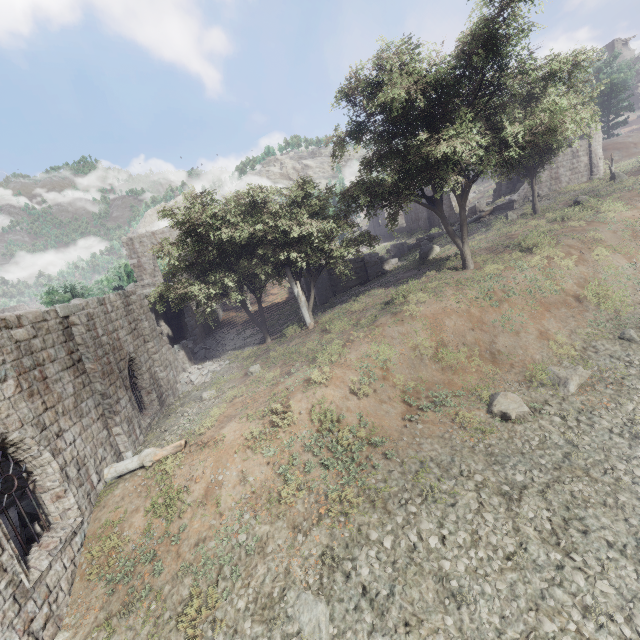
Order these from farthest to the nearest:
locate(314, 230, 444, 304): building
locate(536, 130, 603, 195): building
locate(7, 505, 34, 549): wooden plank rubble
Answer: locate(536, 130, 603, 195): building → locate(314, 230, 444, 304): building → locate(7, 505, 34, 549): wooden plank rubble

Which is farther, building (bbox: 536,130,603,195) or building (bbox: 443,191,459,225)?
building (bbox: 443,191,459,225)

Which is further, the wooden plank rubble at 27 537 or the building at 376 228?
the building at 376 228

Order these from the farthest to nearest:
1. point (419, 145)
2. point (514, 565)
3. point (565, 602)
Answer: point (419, 145) < point (514, 565) < point (565, 602)

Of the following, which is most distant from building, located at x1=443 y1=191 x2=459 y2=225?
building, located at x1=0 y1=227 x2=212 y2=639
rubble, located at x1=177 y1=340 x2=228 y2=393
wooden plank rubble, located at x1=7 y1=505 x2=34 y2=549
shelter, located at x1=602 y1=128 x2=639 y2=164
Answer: wooden plank rubble, located at x1=7 y1=505 x2=34 y2=549

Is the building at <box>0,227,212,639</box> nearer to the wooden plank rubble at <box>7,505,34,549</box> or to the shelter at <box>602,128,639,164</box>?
the wooden plank rubble at <box>7,505,34,549</box>

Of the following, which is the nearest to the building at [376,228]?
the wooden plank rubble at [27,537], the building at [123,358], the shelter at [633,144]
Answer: the building at [123,358]
